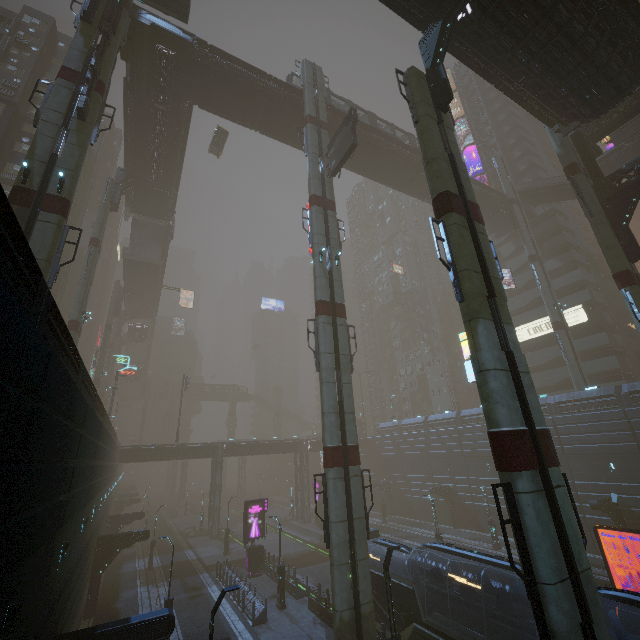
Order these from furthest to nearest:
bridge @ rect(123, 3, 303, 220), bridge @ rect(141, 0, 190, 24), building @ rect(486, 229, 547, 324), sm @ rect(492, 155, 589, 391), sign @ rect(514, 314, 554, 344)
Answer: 1. building @ rect(486, 229, 547, 324)
2. sign @ rect(514, 314, 554, 344)
3. sm @ rect(492, 155, 589, 391)
4. bridge @ rect(123, 3, 303, 220)
5. bridge @ rect(141, 0, 190, 24)

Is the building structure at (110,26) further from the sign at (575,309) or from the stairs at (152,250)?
the sign at (575,309)

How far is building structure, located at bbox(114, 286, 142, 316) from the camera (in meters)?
53.70

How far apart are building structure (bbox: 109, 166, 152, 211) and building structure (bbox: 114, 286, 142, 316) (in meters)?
23.68

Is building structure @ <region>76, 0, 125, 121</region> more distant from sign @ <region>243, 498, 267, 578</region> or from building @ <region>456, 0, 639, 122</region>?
sign @ <region>243, 498, 267, 578</region>

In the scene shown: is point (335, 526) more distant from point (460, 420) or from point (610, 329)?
point (610, 329)

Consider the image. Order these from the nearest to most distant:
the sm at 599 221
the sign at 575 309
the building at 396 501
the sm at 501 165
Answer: the sm at 599 221 → the sm at 501 165 → the building at 396 501 → the sign at 575 309

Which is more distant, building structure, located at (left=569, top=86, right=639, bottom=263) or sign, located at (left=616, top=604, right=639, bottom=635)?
building structure, located at (left=569, top=86, right=639, bottom=263)
